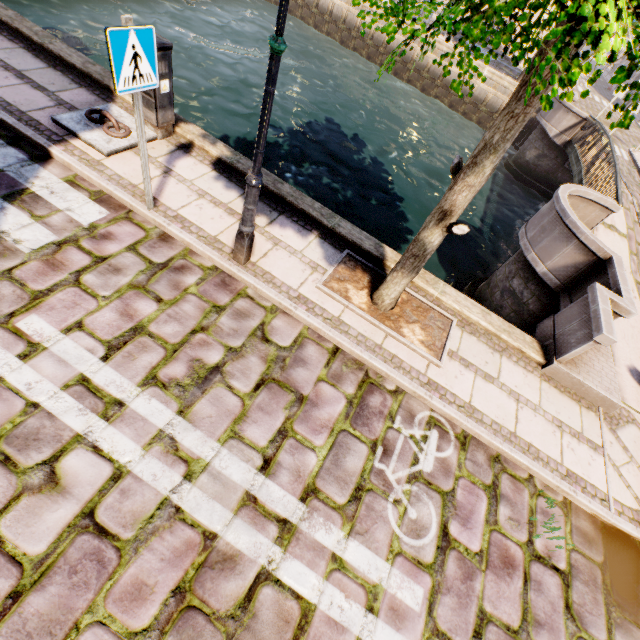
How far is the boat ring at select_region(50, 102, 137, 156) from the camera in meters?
4.6 m

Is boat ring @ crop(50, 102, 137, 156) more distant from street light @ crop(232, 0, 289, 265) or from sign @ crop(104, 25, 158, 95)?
street light @ crop(232, 0, 289, 265)

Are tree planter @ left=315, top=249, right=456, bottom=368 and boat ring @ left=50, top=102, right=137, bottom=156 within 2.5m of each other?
no

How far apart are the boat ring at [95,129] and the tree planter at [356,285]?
3.51m

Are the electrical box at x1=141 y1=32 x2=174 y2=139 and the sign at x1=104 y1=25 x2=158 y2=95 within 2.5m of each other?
yes

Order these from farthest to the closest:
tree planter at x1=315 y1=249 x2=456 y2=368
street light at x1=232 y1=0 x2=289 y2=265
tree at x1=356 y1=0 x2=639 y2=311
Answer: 1. tree planter at x1=315 y1=249 x2=456 y2=368
2. street light at x1=232 y1=0 x2=289 y2=265
3. tree at x1=356 y1=0 x2=639 y2=311

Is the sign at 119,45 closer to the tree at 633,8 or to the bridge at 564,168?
the tree at 633,8

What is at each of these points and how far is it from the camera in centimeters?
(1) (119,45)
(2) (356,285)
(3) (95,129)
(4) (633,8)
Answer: (1) sign, 275cm
(2) tree planter, 464cm
(3) boat ring, 471cm
(4) tree, 96cm
